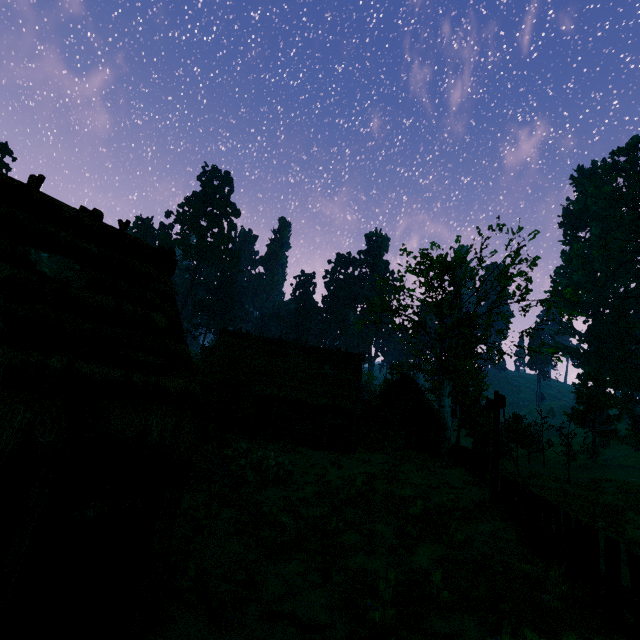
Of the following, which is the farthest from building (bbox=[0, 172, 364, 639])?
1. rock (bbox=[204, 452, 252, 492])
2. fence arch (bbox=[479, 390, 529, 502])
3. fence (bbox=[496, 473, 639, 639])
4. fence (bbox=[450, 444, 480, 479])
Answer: fence arch (bbox=[479, 390, 529, 502])

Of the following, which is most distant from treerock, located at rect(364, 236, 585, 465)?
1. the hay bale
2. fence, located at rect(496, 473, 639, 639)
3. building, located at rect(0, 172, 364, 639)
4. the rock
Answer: fence, located at rect(496, 473, 639, 639)

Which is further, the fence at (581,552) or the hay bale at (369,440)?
the hay bale at (369,440)

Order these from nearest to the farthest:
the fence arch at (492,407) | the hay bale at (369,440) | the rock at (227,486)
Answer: the fence arch at (492,407), the rock at (227,486), the hay bale at (369,440)

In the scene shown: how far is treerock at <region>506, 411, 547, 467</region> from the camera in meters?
38.6 m

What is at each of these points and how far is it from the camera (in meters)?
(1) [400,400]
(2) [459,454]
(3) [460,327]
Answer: (1) building, 36.41
(2) fence, 20.17
(3) treerock, 20.12

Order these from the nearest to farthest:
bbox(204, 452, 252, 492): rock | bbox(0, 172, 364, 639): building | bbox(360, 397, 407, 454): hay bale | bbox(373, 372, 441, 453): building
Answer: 1. bbox(0, 172, 364, 639): building
2. bbox(204, 452, 252, 492): rock
3. bbox(360, 397, 407, 454): hay bale
4. bbox(373, 372, 441, 453): building

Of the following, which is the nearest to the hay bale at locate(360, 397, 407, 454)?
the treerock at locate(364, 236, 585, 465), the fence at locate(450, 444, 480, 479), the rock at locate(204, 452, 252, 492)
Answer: the fence at locate(450, 444, 480, 479)
